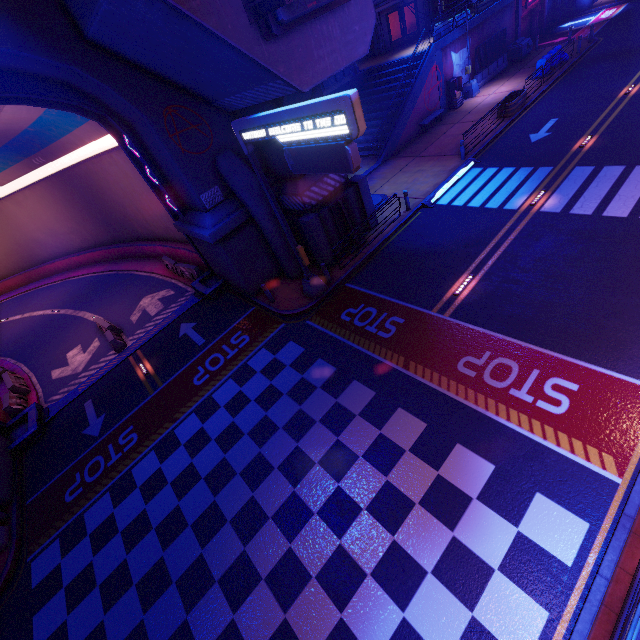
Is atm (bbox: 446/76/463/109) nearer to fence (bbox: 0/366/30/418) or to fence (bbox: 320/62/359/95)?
fence (bbox: 320/62/359/95)

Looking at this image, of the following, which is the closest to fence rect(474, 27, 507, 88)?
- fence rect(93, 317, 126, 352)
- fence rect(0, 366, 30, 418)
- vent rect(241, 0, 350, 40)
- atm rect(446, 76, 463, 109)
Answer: atm rect(446, 76, 463, 109)

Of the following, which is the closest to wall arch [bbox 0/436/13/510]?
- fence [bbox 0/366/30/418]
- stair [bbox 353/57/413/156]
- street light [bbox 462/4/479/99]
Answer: fence [bbox 0/366/30/418]

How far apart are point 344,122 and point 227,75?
5.56m

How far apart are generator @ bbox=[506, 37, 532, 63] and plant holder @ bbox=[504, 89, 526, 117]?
10.6 meters

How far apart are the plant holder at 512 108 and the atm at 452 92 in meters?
4.4 m

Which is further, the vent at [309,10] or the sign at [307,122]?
the vent at [309,10]

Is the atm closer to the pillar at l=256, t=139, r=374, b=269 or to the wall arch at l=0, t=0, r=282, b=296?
the pillar at l=256, t=139, r=374, b=269
